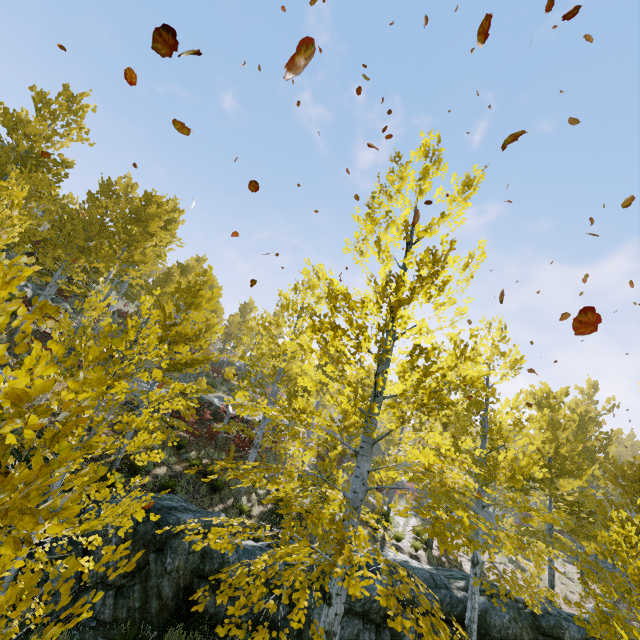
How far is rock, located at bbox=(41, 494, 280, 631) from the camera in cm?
685

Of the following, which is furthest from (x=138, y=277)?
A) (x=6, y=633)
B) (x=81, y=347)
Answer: (x=6, y=633)

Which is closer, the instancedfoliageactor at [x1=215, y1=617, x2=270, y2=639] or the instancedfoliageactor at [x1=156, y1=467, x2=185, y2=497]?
the instancedfoliageactor at [x1=215, y1=617, x2=270, y2=639]

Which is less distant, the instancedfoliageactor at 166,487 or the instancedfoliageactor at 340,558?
the instancedfoliageactor at 340,558

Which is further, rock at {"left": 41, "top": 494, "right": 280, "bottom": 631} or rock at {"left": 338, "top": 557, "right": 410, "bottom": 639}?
rock at {"left": 338, "top": 557, "right": 410, "bottom": 639}

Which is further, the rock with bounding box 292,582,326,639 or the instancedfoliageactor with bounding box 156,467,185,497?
the instancedfoliageactor with bounding box 156,467,185,497

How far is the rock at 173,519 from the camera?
6.85m

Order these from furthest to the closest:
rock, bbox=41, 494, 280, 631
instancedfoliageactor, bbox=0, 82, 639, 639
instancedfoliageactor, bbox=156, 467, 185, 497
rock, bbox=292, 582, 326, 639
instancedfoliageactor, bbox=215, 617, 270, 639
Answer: instancedfoliageactor, bbox=156, 467, 185, 497 → rock, bbox=292, 582, 326, 639 → rock, bbox=41, 494, 280, 631 → instancedfoliageactor, bbox=215, 617, 270, 639 → instancedfoliageactor, bbox=0, 82, 639, 639
